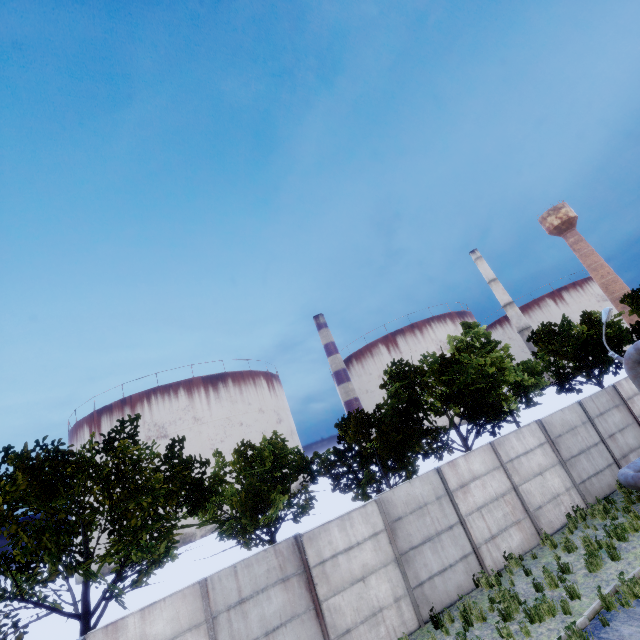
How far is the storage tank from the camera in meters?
58.3 m

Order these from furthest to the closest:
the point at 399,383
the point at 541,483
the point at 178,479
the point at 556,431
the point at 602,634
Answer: the point at 399,383 < the point at 556,431 < the point at 178,479 < the point at 541,483 < the point at 602,634

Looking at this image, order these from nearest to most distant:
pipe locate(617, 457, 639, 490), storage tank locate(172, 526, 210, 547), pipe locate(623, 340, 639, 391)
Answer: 1. pipe locate(623, 340, 639, 391)
2. pipe locate(617, 457, 639, 490)
3. storage tank locate(172, 526, 210, 547)

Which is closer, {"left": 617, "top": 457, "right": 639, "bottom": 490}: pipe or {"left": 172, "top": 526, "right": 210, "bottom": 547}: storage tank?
{"left": 617, "top": 457, "right": 639, "bottom": 490}: pipe

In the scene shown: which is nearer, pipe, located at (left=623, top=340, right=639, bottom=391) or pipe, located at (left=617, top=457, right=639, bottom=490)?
pipe, located at (left=623, top=340, right=639, bottom=391)

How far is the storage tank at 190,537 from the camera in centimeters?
5826cm

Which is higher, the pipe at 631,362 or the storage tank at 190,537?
the pipe at 631,362
